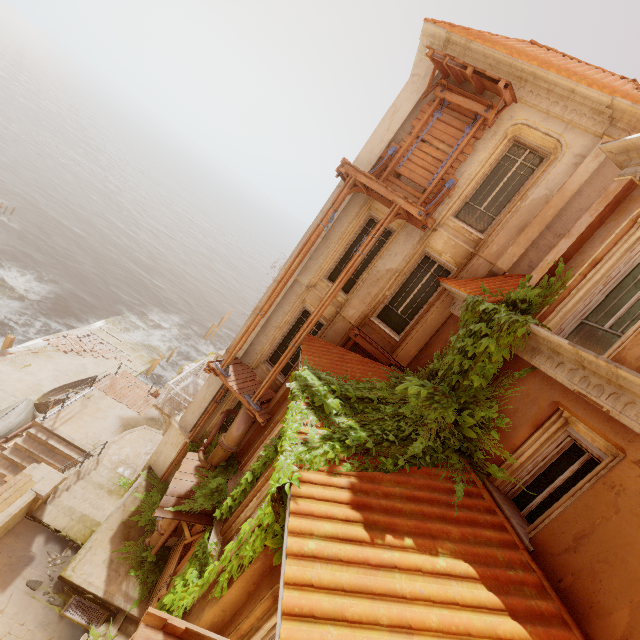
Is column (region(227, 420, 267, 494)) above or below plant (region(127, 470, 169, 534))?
above

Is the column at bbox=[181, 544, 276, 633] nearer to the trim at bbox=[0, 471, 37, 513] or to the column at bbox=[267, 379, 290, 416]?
the column at bbox=[267, 379, 290, 416]

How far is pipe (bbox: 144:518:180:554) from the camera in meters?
10.5

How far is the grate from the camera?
8.7m

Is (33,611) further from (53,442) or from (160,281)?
(160,281)

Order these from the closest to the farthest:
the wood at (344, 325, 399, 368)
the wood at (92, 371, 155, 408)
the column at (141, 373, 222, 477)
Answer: the wood at (344, 325, 399, 368), the column at (141, 373, 222, 477), the wood at (92, 371, 155, 408)

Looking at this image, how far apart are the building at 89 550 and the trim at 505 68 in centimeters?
1783cm

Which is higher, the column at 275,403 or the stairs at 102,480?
the column at 275,403
